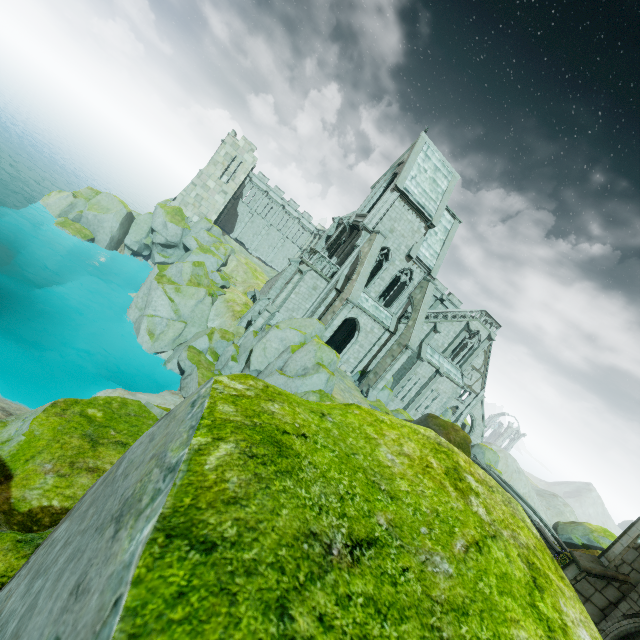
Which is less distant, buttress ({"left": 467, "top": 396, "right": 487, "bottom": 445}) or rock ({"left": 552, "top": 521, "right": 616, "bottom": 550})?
rock ({"left": 552, "top": 521, "right": 616, "bottom": 550})

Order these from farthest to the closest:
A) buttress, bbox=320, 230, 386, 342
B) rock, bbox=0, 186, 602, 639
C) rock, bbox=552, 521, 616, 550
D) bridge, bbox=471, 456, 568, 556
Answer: rock, bbox=552, 521, 616, 550 < bridge, bbox=471, 456, 568, 556 < buttress, bbox=320, 230, 386, 342 < rock, bbox=0, 186, 602, 639

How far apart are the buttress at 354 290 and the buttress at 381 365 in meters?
5.9 m

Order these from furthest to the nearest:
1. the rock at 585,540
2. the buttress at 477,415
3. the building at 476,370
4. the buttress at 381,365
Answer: the buttress at 477,415 < the rock at 585,540 < the building at 476,370 < the buttress at 381,365

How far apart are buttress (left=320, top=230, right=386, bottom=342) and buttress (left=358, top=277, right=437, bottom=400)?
5.9 meters

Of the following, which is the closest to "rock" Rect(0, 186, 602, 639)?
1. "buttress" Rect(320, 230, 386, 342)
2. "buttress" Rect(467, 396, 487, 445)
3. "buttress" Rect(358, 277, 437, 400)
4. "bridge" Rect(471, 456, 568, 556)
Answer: "buttress" Rect(320, 230, 386, 342)

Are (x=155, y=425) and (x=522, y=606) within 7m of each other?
yes

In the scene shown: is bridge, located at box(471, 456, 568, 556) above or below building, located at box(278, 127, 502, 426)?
below
